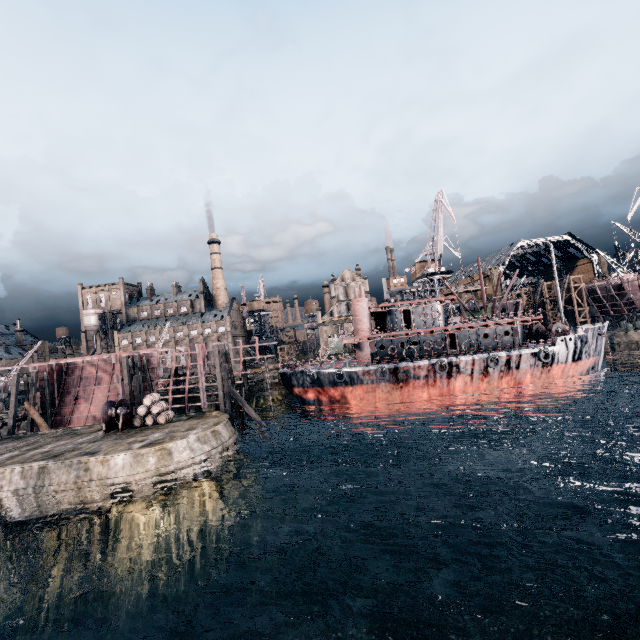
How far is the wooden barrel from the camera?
27.8 meters

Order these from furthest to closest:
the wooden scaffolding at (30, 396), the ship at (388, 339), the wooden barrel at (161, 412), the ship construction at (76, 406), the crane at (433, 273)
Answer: the crane at (433, 273)
the ship construction at (76, 406)
the ship at (388, 339)
the wooden scaffolding at (30, 396)
the wooden barrel at (161, 412)

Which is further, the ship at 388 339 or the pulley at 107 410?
the ship at 388 339

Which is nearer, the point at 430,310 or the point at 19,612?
the point at 19,612

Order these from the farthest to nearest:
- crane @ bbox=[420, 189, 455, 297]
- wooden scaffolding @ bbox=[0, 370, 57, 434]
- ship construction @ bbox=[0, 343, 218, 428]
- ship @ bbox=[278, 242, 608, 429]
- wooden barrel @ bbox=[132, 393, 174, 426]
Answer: crane @ bbox=[420, 189, 455, 297]
ship construction @ bbox=[0, 343, 218, 428]
ship @ bbox=[278, 242, 608, 429]
wooden scaffolding @ bbox=[0, 370, 57, 434]
wooden barrel @ bbox=[132, 393, 174, 426]

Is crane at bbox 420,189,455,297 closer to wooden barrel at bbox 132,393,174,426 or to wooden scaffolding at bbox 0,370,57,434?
wooden barrel at bbox 132,393,174,426

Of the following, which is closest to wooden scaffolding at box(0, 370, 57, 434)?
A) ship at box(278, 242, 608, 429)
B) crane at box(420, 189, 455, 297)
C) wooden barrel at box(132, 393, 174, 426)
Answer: wooden barrel at box(132, 393, 174, 426)

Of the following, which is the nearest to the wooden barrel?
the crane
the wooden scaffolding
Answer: the wooden scaffolding
